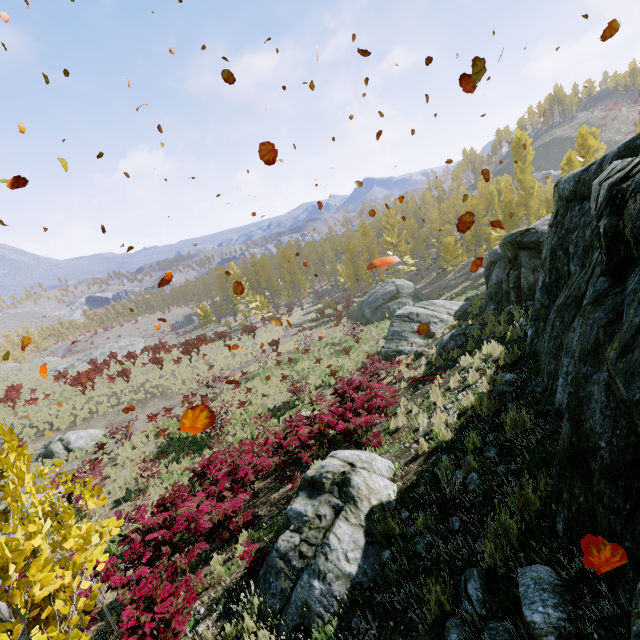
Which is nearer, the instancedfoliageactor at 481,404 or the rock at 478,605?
the rock at 478,605

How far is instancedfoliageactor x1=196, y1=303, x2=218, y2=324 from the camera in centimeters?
4900cm

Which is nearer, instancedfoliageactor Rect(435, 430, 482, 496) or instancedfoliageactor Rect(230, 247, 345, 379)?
instancedfoliageactor Rect(435, 430, 482, 496)

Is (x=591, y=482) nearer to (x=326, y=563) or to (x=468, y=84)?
(x=326, y=563)

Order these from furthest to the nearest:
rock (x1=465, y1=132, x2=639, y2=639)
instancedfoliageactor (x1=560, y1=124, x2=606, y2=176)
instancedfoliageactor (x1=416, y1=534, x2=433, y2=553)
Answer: instancedfoliageactor (x1=560, y1=124, x2=606, y2=176) → instancedfoliageactor (x1=416, y1=534, x2=433, y2=553) → rock (x1=465, y1=132, x2=639, y2=639)

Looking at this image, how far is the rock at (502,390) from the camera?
5.8m
